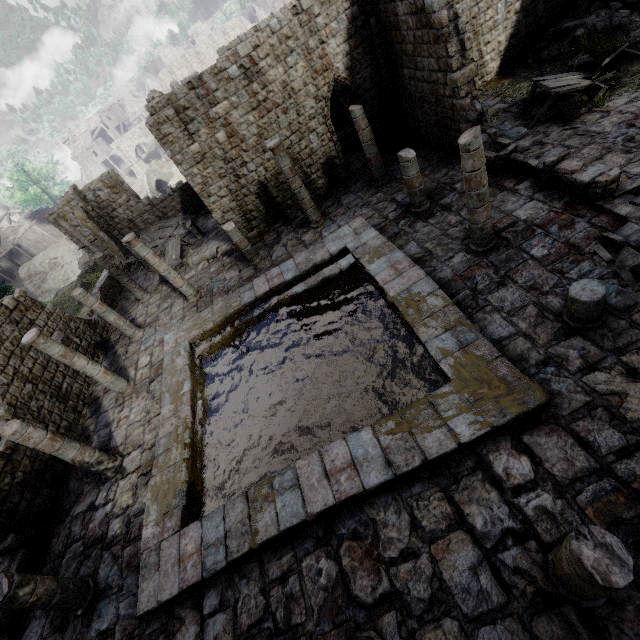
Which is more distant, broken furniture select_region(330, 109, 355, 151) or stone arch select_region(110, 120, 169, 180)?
stone arch select_region(110, 120, 169, 180)

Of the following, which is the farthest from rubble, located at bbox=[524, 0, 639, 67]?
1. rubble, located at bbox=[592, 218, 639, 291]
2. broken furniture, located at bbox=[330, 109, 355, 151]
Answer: rubble, located at bbox=[592, 218, 639, 291]

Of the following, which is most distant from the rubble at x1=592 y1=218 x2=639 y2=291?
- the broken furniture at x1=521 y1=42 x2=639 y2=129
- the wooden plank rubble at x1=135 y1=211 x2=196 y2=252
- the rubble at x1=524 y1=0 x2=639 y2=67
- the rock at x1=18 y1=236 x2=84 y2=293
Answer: the rock at x1=18 y1=236 x2=84 y2=293

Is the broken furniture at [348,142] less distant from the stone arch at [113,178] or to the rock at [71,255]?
the stone arch at [113,178]

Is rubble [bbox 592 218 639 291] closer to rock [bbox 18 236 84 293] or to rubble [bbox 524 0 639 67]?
rubble [bbox 524 0 639 67]

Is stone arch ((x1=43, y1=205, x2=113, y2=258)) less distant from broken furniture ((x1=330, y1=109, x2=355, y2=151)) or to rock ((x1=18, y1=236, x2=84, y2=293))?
rock ((x1=18, y1=236, x2=84, y2=293))

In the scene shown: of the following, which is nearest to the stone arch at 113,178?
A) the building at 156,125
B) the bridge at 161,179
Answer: the building at 156,125

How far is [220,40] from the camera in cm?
4838
